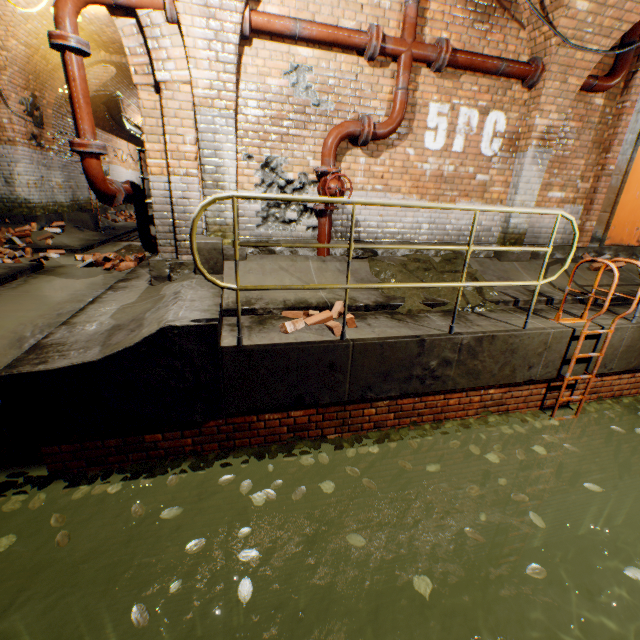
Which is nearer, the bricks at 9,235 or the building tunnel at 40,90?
the building tunnel at 40,90

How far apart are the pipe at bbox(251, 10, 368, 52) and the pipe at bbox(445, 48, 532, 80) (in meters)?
1.18

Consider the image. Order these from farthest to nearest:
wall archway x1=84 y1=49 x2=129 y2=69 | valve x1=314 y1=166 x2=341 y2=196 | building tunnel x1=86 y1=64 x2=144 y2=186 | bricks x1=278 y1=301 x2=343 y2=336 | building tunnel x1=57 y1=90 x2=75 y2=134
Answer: building tunnel x1=86 y1=64 x2=144 y2=186
building tunnel x1=57 y1=90 x2=75 y2=134
wall archway x1=84 y1=49 x2=129 y2=69
valve x1=314 y1=166 x2=341 y2=196
bricks x1=278 y1=301 x2=343 y2=336

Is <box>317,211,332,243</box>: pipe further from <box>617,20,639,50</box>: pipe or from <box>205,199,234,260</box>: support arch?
<box>617,20,639,50</box>: pipe

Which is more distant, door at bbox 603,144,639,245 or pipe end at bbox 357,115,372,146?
door at bbox 603,144,639,245

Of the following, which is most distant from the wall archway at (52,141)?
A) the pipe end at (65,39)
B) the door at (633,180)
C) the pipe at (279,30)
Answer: the door at (633,180)

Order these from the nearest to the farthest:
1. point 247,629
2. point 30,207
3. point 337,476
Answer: point 337,476
point 247,629
point 30,207

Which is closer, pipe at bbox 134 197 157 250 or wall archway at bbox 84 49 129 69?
pipe at bbox 134 197 157 250
